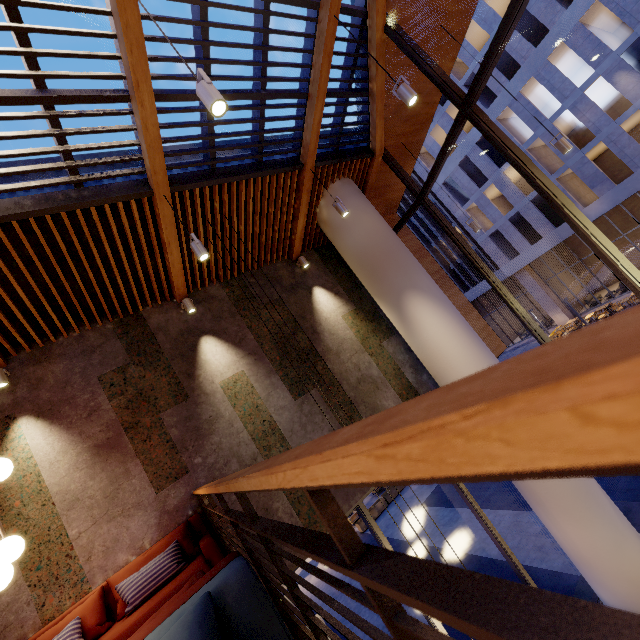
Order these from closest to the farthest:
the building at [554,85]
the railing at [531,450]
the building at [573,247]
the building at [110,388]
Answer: the railing at [531,450], the building at [110,388], the building at [554,85], the building at [573,247]

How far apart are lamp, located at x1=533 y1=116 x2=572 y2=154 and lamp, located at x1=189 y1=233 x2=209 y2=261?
6.0 meters

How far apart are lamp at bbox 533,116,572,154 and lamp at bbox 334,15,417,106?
3.2m

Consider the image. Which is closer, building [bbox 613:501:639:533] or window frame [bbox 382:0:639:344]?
window frame [bbox 382:0:639:344]

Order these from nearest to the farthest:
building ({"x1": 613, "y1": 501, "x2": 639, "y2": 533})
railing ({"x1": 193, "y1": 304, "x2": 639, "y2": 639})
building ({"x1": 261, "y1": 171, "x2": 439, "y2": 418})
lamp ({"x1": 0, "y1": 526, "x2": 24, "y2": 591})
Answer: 1. railing ({"x1": 193, "y1": 304, "x2": 639, "y2": 639})
2. lamp ({"x1": 0, "y1": 526, "x2": 24, "y2": 591})
3. building ({"x1": 261, "y1": 171, "x2": 439, "y2": 418})
4. building ({"x1": 613, "y1": 501, "x2": 639, "y2": 533})

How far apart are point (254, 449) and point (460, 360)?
4.0 meters

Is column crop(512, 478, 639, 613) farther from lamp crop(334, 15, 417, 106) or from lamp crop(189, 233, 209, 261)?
lamp crop(189, 233, 209, 261)

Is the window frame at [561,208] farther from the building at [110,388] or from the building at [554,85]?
the building at [554,85]
